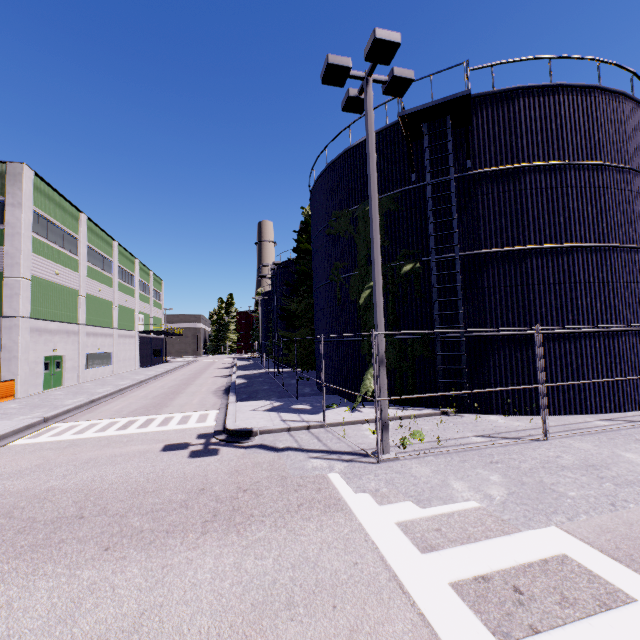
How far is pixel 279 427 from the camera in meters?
10.4

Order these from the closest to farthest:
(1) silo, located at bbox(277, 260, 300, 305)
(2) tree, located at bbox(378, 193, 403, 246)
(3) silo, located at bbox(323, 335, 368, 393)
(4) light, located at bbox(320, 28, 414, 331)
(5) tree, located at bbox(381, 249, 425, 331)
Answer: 1. (4) light, located at bbox(320, 28, 414, 331)
2. (5) tree, located at bbox(381, 249, 425, 331)
3. (2) tree, located at bbox(378, 193, 403, 246)
4. (3) silo, located at bbox(323, 335, 368, 393)
5. (1) silo, located at bbox(277, 260, 300, 305)

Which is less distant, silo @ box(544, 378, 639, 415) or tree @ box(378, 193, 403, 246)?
silo @ box(544, 378, 639, 415)

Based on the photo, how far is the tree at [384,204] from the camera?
13.7m

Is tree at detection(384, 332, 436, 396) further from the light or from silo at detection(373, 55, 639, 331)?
the light

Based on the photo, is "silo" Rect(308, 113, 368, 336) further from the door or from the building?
the door
